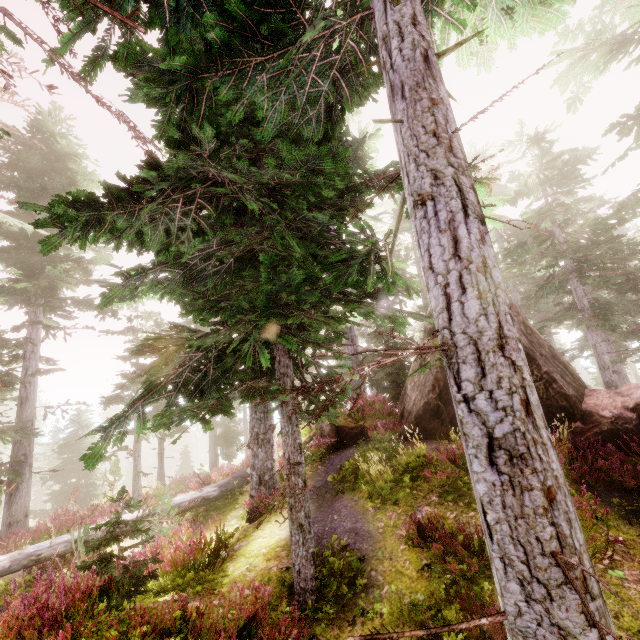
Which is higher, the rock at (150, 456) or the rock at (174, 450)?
the rock at (174, 450)

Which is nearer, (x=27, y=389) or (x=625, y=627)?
(x=625, y=627)

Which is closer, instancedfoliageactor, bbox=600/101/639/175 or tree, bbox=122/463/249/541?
tree, bbox=122/463/249/541

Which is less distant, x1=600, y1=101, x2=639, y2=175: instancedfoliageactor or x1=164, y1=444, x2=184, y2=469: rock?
x1=600, y1=101, x2=639, y2=175: instancedfoliageactor

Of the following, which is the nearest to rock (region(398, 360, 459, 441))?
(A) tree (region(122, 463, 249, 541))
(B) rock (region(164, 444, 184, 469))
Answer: (A) tree (region(122, 463, 249, 541))

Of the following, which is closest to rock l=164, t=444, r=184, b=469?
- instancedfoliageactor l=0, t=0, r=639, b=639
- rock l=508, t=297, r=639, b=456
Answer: instancedfoliageactor l=0, t=0, r=639, b=639

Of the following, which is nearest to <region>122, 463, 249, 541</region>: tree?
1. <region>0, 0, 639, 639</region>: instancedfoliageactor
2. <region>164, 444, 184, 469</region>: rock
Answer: <region>0, 0, 639, 639</region>: instancedfoliageactor

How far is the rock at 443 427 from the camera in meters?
11.0 m
